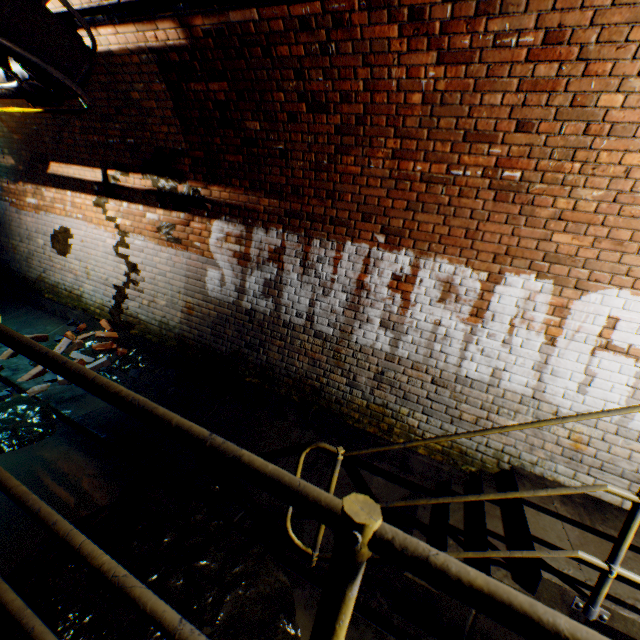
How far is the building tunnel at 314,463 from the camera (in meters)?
3.53

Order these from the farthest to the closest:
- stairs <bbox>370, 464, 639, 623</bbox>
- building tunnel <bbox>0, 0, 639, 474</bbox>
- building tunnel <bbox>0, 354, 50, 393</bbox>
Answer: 1. building tunnel <bbox>0, 354, 50, 393</bbox>
2. building tunnel <bbox>0, 0, 639, 474</bbox>
3. stairs <bbox>370, 464, 639, 623</bbox>

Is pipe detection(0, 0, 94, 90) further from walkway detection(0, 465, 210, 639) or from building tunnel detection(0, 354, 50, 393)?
walkway detection(0, 465, 210, 639)

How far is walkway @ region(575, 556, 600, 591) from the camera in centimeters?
205cm

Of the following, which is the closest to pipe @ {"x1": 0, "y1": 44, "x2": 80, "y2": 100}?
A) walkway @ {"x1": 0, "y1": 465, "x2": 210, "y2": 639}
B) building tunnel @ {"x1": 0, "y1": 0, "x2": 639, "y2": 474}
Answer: building tunnel @ {"x1": 0, "y1": 0, "x2": 639, "y2": 474}

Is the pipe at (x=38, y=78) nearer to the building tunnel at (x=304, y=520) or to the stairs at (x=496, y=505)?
the building tunnel at (x=304, y=520)

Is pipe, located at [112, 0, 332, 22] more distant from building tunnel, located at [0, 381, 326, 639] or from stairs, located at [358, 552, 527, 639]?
stairs, located at [358, 552, 527, 639]

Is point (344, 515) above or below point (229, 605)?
above
